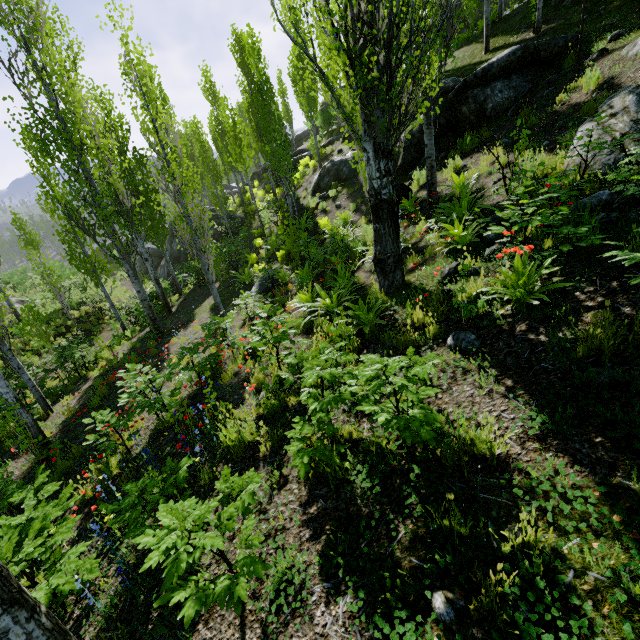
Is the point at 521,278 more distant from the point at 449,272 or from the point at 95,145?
the point at 95,145

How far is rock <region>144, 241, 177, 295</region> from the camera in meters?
20.8

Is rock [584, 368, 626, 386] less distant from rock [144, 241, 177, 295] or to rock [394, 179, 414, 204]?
rock [394, 179, 414, 204]

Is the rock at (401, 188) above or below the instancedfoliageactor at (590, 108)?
below

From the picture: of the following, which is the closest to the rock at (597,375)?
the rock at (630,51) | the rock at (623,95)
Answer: the rock at (630,51)

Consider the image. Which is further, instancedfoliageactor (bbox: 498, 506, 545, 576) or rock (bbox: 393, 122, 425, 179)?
rock (bbox: 393, 122, 425, 179)

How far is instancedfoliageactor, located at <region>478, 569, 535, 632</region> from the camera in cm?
176

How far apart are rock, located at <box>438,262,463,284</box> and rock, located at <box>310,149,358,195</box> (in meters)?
11.80
